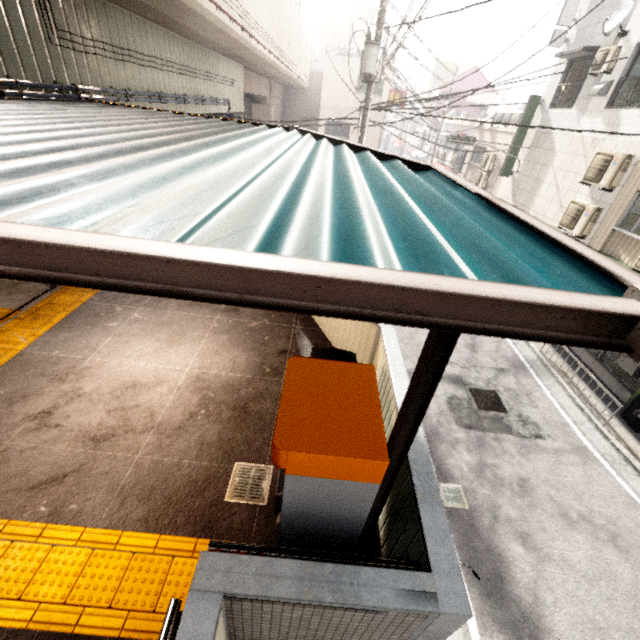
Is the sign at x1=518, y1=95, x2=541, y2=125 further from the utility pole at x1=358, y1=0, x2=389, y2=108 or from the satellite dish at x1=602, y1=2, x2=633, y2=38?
the utility pole at x1=358, y1=0, x2=389, y2=108

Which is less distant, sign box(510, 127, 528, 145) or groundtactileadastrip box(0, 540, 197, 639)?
groundtactileadastrip box(0, 540, 197, 639)

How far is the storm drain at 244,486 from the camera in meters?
3.5

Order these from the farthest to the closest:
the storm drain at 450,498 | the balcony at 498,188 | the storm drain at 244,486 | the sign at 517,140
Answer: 1. the balcony at 498,188
2. the sign at 517,140
3. the storm drain at 450,498
4. the storm drain at 244,486

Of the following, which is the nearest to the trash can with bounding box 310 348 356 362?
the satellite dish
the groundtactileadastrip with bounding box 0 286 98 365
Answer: the groundtactileadastrip with bounding box 0 286 98 365

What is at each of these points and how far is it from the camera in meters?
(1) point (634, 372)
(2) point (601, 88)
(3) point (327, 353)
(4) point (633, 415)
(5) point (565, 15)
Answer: (1) sign, 8.8
(2) stairs, 9.4
(3) trash can, 3.8
(4) trash can, 8.1
(5) sign, 11.0

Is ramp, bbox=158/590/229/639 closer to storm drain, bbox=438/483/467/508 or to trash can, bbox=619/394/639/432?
storm drain, bbox=438/483/467/508

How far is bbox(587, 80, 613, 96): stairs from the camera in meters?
9.3 m
